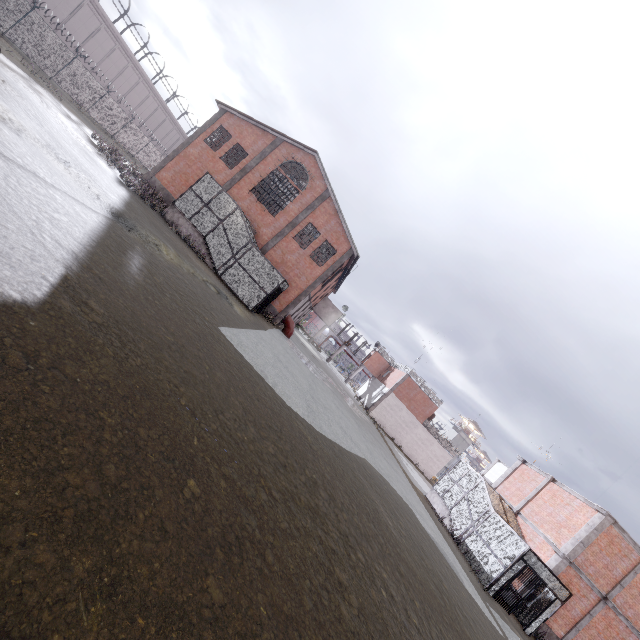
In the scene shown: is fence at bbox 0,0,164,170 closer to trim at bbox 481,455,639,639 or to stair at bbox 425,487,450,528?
trim at bbox 481,455,639,639

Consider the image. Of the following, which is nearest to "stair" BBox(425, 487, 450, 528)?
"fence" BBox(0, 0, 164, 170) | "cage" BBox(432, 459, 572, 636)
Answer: "cage" BBox(432, 459, 572, 636)

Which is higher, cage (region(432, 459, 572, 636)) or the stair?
cage (region(432, 459, 572, 636))

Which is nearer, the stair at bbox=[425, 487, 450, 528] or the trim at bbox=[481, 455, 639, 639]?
the trim at bbox=[481, 455, 639, 639]

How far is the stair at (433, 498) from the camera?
20.11m

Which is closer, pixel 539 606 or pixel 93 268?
pixel 93 268

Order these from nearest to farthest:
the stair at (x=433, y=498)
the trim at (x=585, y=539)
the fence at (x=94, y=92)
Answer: the trim at (x=585, y=539), the stair at (x=433, y=498), the fence at (x=94, y=92)

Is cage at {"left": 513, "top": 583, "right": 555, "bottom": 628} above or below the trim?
below
